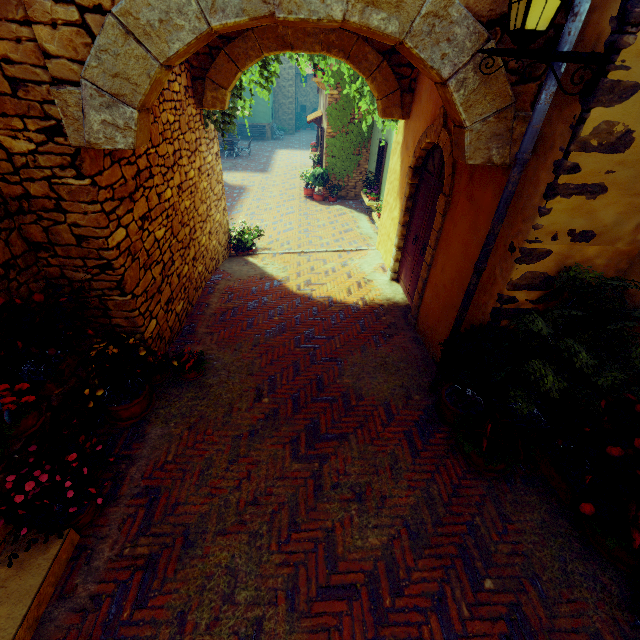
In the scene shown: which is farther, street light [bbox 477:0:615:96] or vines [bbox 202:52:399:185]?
vines [bbox 202:52:399:185]

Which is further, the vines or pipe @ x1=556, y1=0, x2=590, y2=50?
the vines

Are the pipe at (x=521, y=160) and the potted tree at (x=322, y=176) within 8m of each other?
no

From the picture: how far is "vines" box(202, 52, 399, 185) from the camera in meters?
5.9 m

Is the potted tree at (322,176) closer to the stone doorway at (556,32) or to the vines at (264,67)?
the vines at (264,67)

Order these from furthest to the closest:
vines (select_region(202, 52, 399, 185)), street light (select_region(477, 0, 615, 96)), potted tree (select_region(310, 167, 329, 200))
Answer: potted tree (select_region(310, 167, 329, 200)) < vines (select_region(202, 52, 399, 185)) < street light (select_region(477, 0, 615, 96))

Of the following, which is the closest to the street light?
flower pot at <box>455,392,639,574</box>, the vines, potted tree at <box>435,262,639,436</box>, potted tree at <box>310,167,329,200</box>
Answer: potted tree at <box>435,262,639,436</box>

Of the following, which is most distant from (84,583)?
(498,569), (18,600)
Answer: (498,569)
